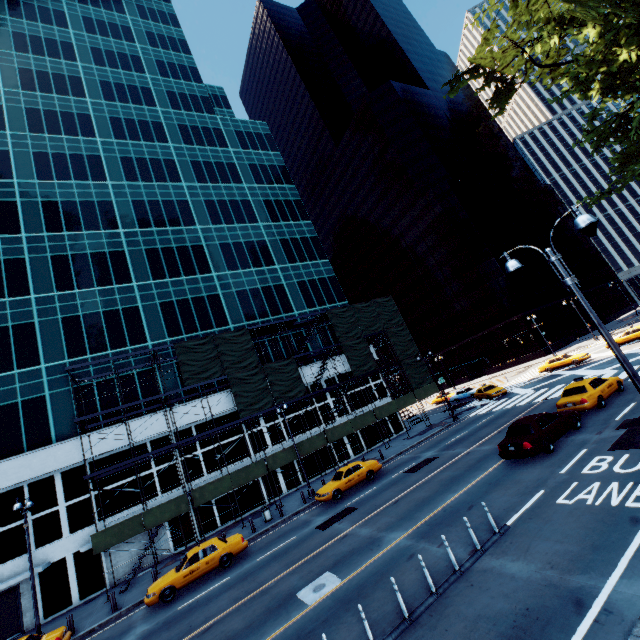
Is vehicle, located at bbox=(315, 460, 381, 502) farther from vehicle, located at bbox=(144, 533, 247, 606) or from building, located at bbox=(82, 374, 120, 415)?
building, located at bbox=(82, 374, 120, 415)

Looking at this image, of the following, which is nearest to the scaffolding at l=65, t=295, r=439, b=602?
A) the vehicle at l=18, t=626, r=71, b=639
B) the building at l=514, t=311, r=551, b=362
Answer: the vehicle at l=18, t=626, r=71, b=639

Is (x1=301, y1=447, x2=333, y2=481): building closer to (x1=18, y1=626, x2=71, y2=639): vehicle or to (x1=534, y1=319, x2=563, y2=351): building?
(x1=18, y1=626, x2=71, y2=639): vehicle

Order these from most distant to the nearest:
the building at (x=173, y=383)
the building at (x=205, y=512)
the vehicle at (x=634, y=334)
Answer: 1. the vehicle at (x=634, y=334)
2. the building at (x=173, y=383)
3. the building at (x=205, y=512)

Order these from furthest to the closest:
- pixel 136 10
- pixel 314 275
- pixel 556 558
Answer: pixel 136 10 → pixel 314 275 → pixel 556 558

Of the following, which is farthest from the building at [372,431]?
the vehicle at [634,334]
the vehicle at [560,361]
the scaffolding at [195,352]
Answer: the vehicle at [634,334]

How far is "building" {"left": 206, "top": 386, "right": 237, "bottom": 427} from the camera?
30.3m

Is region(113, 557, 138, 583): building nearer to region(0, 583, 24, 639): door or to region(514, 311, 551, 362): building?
region(0, 583, 24, 639): door
